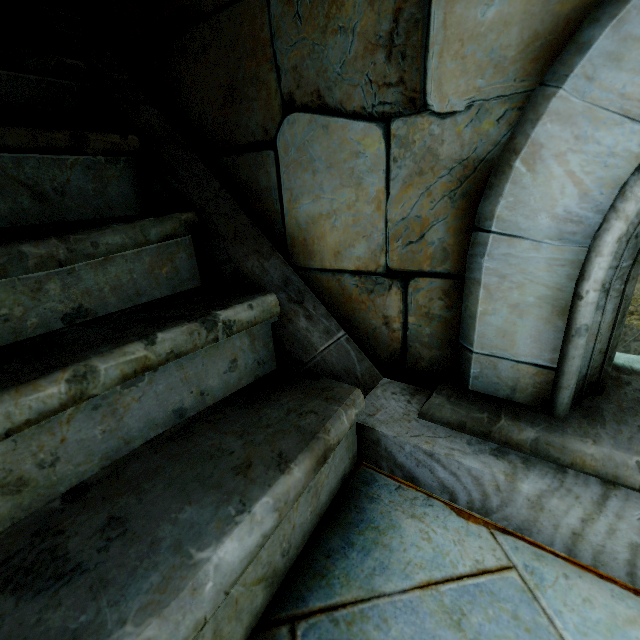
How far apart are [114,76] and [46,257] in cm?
111

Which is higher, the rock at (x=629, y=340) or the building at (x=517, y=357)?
the building at (x=517, y=357)

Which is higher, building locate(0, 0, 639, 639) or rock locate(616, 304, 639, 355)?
building locate(0, 0, 639, 639)

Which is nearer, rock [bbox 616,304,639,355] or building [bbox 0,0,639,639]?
building [bbox 0,0,639,639]

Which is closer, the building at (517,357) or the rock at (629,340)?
the building at (517,357)
